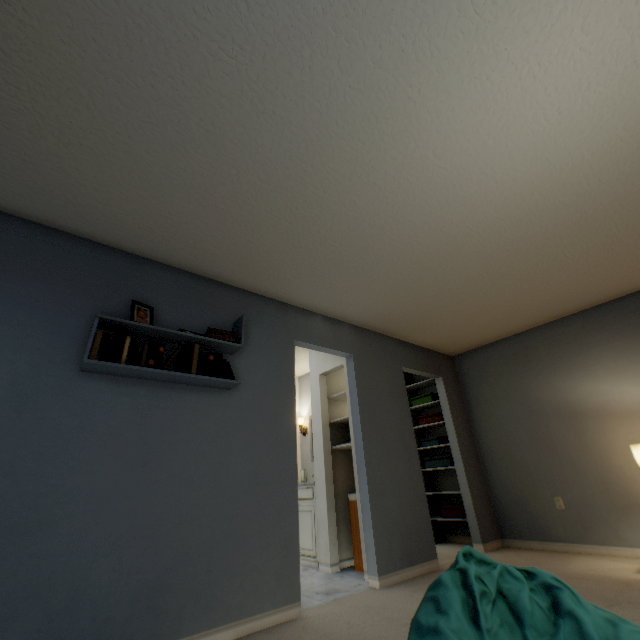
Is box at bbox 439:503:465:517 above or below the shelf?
below

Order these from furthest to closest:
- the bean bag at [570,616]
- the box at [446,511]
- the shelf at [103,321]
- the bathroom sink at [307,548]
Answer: the box at [446,511]
the bathroom sink at [307,548]
the shelf at [103,321]
the bean bag at [570,616]

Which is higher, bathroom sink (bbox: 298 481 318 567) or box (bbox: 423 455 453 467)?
box (bbox: 423 455 453 467)

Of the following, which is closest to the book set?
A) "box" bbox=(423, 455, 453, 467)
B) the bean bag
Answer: the bean bag

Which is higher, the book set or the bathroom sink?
the book set

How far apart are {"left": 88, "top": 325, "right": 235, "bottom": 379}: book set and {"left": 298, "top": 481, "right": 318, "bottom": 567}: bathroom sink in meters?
2.1 m

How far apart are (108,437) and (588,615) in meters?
2.3 m

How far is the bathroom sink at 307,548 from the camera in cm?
361
